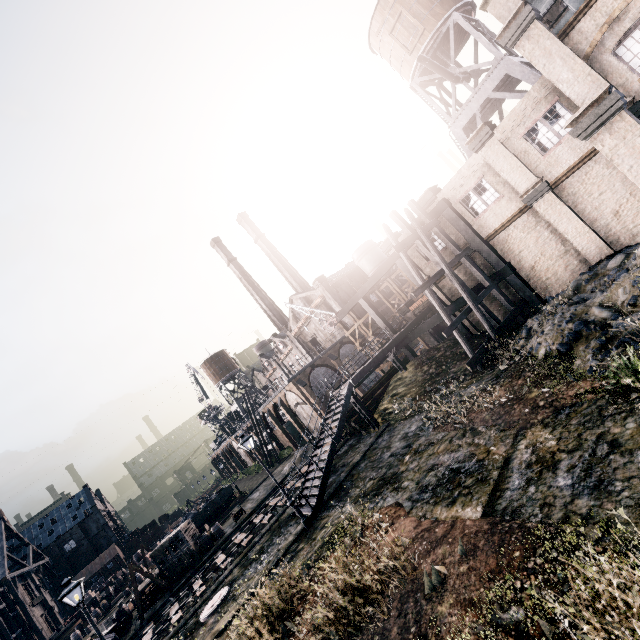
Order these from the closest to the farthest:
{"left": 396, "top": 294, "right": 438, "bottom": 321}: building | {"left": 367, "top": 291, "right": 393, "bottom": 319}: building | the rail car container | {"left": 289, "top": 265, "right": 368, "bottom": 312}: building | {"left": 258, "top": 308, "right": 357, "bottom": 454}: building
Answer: {"left": 396, "top": 294, "right": 438, "bottom": 321}: building → {"left": 258, "top": 308, "right": 357, "bottom": 454}: building → the rail car container → {"left": 289, "top": 265, "right": 368, "bottom": 312}: building → {"left": 367, "top": 291, "right": 393, "bottom": 319}: building

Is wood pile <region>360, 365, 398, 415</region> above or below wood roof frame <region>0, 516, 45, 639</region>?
below

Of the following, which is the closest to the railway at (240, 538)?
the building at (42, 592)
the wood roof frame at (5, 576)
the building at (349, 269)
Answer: the building at (349, 269)

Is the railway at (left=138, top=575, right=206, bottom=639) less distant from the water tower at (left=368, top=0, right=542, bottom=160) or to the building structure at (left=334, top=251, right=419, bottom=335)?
the building structure at (left=334, top=251, right=419, bottom=335)

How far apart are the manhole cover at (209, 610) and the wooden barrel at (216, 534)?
15.74m

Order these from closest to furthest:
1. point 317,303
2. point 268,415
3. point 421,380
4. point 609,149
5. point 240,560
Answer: point 609,149 → point 240,560 → point 421,380 → point 268,415 → point 317,303

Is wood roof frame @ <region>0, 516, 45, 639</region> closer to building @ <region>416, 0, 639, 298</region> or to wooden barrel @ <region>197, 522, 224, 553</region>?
wooden barrel @ <region>197, 522, 224, 553</region>

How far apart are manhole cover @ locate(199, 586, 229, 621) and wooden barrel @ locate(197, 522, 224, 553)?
15.7 meters
